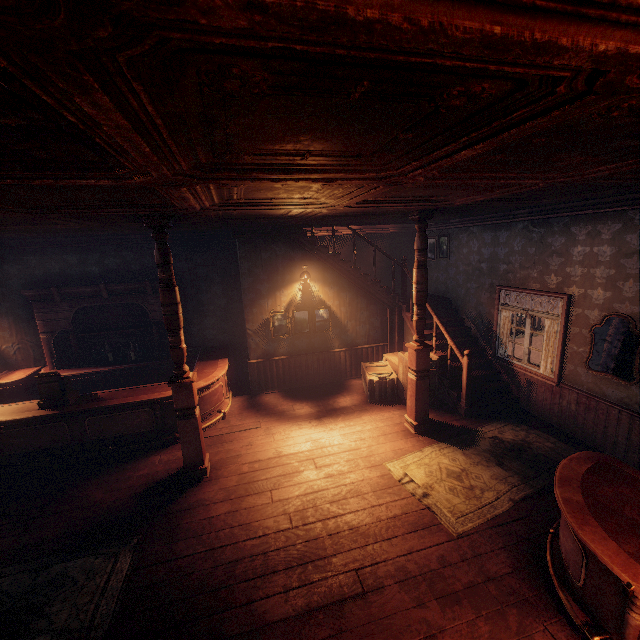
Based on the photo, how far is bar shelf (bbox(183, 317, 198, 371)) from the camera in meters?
8.1 m

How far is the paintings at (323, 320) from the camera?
7.9 meters

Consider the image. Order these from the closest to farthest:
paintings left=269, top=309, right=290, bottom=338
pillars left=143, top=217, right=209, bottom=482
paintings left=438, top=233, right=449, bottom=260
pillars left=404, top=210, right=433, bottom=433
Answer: pillars left=143, top=217, right=209, bottom=482 → pillars left=404, top=210, right=433, bottom=433 → paintings left=269, top=309, right=290, bottom=338 → paintings left=438, top=233, right=449, bottom=260

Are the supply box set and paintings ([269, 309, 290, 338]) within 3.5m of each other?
yes

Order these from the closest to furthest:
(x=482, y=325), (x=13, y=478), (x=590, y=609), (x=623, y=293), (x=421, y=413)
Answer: (x=590, y=609), (x=623, y=293), (x=13, y=478), (x=421, y=413), (x=482, y=325)

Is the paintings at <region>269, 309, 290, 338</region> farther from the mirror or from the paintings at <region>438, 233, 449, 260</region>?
the mirror

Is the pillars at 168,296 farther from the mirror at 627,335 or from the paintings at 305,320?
the mirror at 627,335

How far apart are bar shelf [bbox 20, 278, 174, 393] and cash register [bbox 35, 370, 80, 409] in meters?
1.5 m
